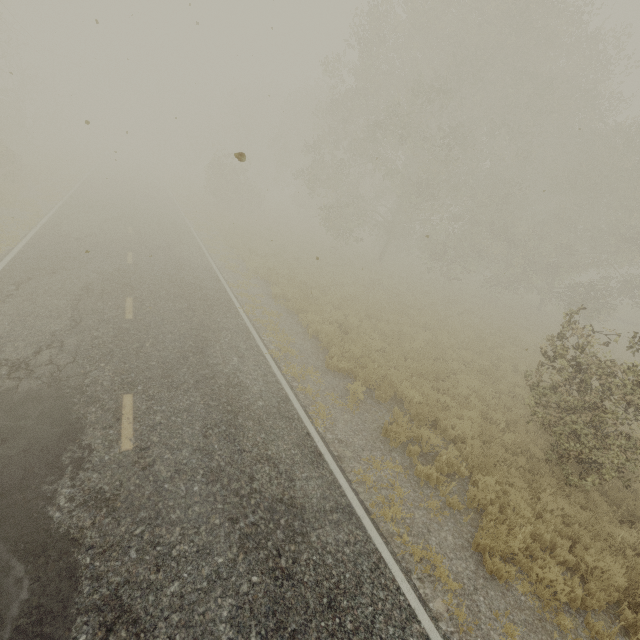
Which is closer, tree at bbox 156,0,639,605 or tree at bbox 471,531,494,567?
tree at bbox 471,531,494,567

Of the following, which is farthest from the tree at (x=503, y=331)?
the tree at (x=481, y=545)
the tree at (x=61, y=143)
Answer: the tree at (x=61, y=143)

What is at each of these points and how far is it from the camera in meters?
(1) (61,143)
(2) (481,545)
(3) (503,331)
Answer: (1) tree, 48.3
(2) tree, 5.7
(3) tree, 18.5

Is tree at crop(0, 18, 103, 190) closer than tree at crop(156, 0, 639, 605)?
No

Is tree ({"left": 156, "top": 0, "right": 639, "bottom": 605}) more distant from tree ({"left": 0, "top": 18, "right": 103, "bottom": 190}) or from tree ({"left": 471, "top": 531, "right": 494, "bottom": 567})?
tree ({"left": 0, "top": 18, "right": 103, "bottom": 190})

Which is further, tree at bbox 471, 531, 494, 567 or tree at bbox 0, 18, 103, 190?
tree at bbox 0, 18, 103, 190

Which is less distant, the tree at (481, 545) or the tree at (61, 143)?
the tree at (481, 545)

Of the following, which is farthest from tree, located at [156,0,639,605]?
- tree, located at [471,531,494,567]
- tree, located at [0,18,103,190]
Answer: tree, located at [0,18,103,190]
